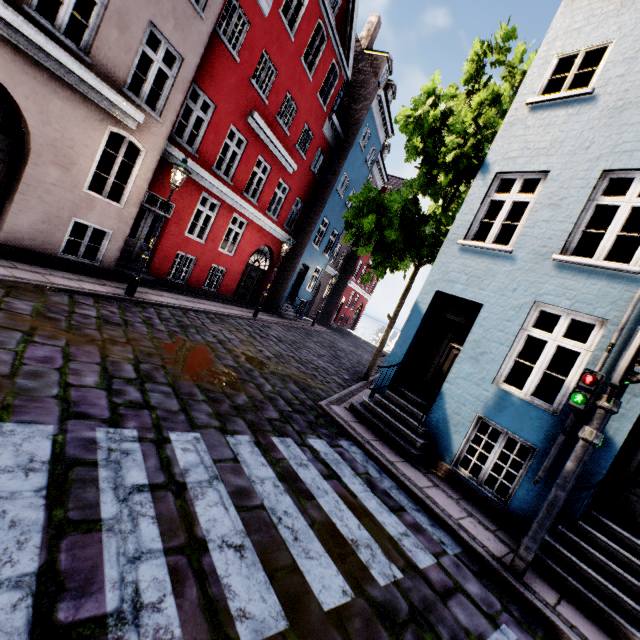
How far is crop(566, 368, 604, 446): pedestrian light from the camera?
3.9 meters

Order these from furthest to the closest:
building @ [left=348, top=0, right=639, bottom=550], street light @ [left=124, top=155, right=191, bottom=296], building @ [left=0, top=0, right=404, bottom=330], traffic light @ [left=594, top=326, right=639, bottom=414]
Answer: street light @ [left=124, top=155, right=191, bottom=296]
building @ [left=0, top=0, right=404, bottom=330]
building @ [left=348, top=0, right=639, bottom=550]
traffic light @ [left=594, top=326, right=639, bottom=414]

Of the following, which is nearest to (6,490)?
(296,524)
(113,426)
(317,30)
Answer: (113,426)

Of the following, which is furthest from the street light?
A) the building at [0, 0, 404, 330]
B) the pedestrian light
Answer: the pedestrian light

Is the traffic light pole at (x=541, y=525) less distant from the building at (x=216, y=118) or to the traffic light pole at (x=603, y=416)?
the traffic light pole at (x=603, y=416)

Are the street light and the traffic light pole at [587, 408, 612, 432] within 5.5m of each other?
no

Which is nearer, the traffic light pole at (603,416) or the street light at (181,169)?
the traffic light pole at (603,416)

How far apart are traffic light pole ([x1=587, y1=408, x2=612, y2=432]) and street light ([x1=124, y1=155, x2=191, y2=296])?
9.5m
